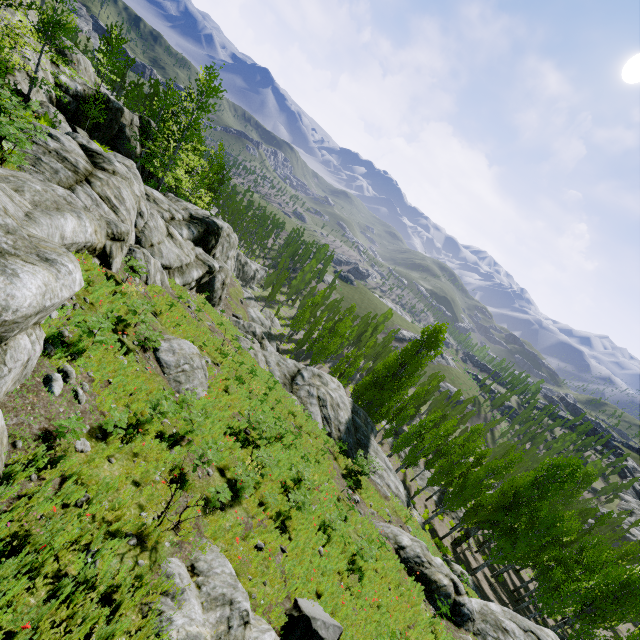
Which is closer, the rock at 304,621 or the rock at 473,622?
the rock at 304,621

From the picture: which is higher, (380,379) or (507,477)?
(380,379)

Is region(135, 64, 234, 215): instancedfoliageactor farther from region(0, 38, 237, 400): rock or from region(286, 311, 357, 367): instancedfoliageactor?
region(286, 311, 357, 367): instancedfoliageactor

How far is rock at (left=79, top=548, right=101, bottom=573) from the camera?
4.5m

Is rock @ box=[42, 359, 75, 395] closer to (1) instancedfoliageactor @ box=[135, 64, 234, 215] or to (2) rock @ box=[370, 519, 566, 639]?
(2) rock @ box=[370, 519, 566, 639]

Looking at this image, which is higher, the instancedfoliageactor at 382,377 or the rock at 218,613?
the rock at 218,613

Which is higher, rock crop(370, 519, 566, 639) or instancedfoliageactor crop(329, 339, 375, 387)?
rock crop(370, 519, 566, 639)

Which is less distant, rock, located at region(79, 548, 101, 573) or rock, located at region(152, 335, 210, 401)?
rock, located at region(79, 548, 101, 573)
